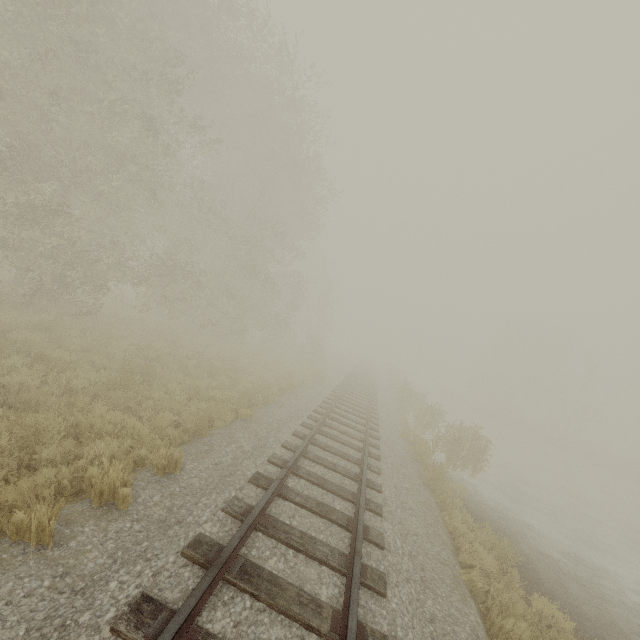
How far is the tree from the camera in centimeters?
1340cm

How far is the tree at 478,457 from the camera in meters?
13.4

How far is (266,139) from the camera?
19.47m
